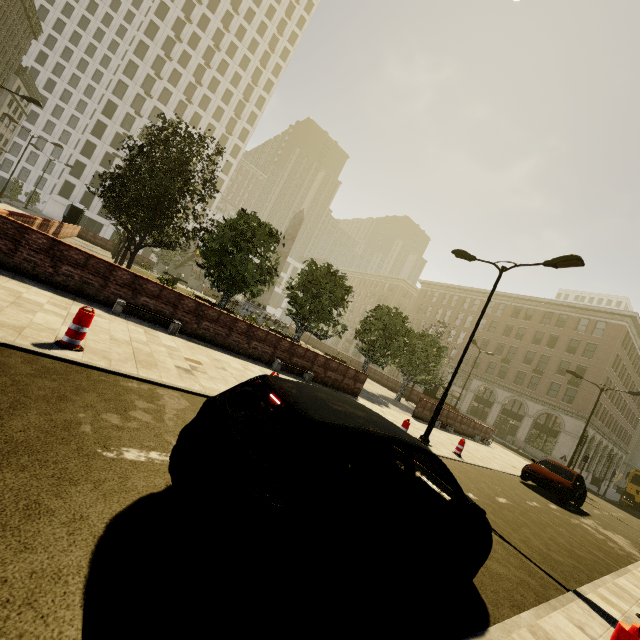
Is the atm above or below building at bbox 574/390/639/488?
below

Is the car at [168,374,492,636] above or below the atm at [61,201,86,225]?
below

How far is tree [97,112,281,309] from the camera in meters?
13.8 m

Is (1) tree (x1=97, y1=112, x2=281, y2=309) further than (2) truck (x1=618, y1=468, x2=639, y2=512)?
No

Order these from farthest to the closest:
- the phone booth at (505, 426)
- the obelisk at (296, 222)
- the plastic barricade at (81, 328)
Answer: the phone booth at (505, 426) < the obelisk at (296, 222) < the plastic barricade at (81, 328)

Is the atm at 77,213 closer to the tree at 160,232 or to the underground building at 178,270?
the tree at 160,232

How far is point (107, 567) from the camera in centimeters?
213cm
